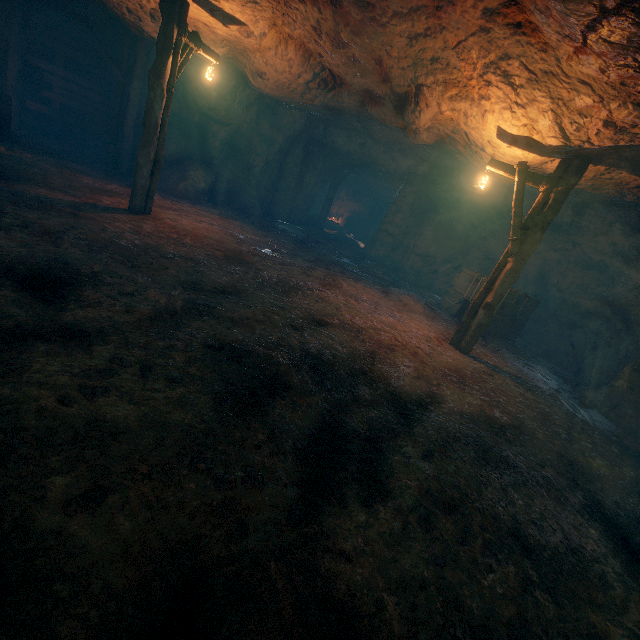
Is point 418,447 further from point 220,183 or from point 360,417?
point 220,183

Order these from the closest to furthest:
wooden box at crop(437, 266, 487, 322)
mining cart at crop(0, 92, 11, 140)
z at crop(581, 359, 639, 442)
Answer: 1. z at crop(581, 359, 639, 442)
2. mining cart at crop(0, 92, 11, 140)
3. wooden box at crop(437, 266, 487, 322)

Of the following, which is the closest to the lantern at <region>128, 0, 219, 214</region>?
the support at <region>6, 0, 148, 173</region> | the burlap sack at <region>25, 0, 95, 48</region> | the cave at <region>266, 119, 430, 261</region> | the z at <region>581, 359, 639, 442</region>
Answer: the burlap sack at <region>25, 0, 95, 48</region>

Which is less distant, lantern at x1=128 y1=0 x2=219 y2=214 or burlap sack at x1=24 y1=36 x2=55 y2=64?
lantern at x1=128 y1=0 x2=219 y2=214

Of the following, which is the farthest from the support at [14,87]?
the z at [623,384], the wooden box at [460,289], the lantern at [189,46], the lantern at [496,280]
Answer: the z at [623,384]

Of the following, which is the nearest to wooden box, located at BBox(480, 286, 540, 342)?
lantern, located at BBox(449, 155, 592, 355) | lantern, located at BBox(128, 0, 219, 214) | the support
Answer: lantern, located at BBox(449, 155, 592, 355)

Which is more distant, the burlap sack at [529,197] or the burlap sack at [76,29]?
the burlap sack at [529,197]

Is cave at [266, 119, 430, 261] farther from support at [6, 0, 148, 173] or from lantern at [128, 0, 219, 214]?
lantern at [128, 0, 219, 214]
